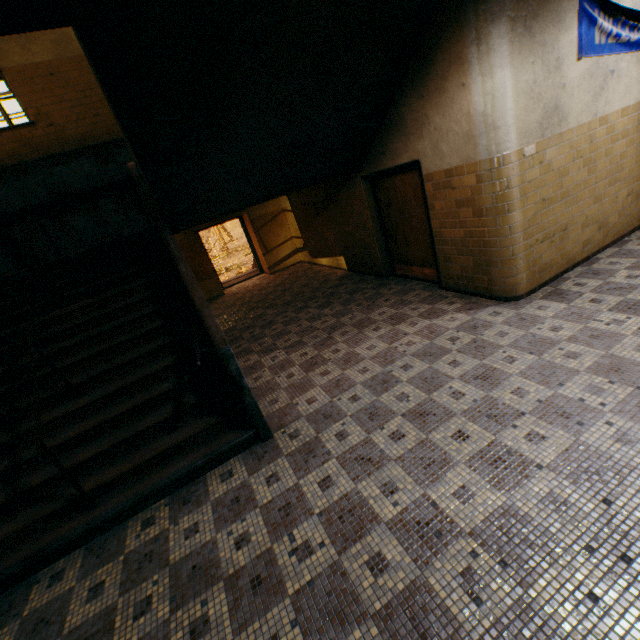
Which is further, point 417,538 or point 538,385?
point 538,385

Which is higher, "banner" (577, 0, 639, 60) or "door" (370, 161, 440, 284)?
"banner" (577, 0, 639, 60)

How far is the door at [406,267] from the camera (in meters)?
5.54

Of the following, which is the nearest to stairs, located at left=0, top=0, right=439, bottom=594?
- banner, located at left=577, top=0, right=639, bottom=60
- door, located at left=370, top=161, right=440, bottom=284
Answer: door, located at left=370, top=161, right=440, bottom=284

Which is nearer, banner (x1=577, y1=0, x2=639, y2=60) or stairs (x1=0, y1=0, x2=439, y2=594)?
stairs (x1=0, y1=0, x2=439, y2=594)

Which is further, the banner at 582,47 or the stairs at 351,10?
the banner at 582,47

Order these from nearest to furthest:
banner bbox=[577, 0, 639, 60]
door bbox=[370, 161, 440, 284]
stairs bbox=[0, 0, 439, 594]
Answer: stairs bbox=[0, 0, 439, 594] < banner bbox=[577, 0, 639, 60] < door bbox=[370, 161, 440, 284]
